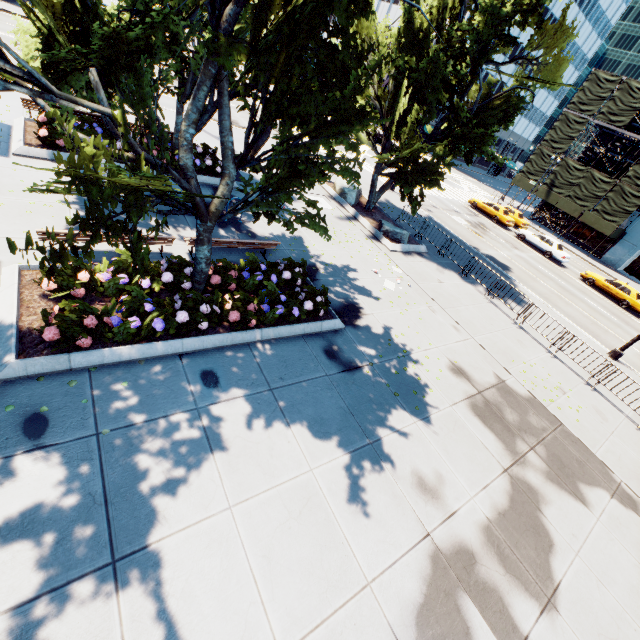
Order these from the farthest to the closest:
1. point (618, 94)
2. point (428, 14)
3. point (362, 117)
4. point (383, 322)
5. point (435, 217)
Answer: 1. point (618, 94)
2. point (435, 217)
3. point (428, 14)
4. point (383, 322)
5. point (362, 117)

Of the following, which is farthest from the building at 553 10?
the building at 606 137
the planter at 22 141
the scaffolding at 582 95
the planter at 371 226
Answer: the planter at 22 141

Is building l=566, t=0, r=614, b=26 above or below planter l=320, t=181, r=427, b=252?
above

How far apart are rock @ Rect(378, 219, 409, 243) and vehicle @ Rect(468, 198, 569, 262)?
19.2m

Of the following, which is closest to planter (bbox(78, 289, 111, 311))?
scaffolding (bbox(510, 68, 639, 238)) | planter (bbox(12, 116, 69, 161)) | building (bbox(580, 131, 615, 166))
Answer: planter (bbox(12, 116, 69, 161))

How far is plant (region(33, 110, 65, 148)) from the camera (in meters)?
11.00

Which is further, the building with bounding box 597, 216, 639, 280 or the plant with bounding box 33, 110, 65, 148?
→ the building with bounding box 597, 216, 639, 280

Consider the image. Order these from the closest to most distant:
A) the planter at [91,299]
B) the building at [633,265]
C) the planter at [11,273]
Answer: the planter at [11,273]
the planter at [91,299]
the building at [633,265]
